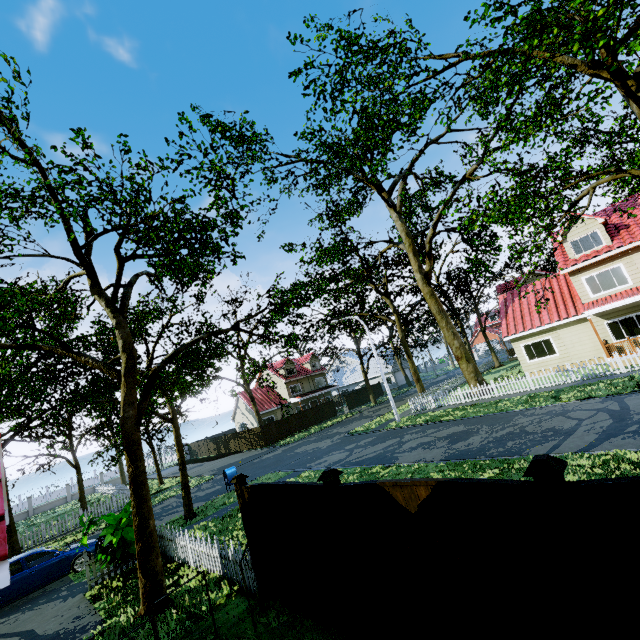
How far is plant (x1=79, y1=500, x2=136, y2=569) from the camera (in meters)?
9.99

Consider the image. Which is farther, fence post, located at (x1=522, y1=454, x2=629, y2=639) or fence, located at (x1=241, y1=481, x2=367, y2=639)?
fence, located at (x1=241, y1=481, x2=367, y2=639)

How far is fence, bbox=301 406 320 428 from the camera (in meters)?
38.25

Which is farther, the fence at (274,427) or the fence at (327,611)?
the fence at (274,427)

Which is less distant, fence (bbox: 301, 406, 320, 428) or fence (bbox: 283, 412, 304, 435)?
fence (bbox: 283, 412, 304, 435)

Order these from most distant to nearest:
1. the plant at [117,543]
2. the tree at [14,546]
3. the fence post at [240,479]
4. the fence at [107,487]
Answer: the fence at [107,487]
the tree at [14,546]
the plant at [117,543]
the fence post at [240,479]

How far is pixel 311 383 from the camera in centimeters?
4734cm

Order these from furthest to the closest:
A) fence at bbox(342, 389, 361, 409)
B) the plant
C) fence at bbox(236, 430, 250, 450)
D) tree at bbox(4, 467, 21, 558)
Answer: fence at bbox(342, 389, 361, 409) < fence at bbox(236, 430, 250, 450) < tree at bbox(4, 467, 21, 558) < the plant
